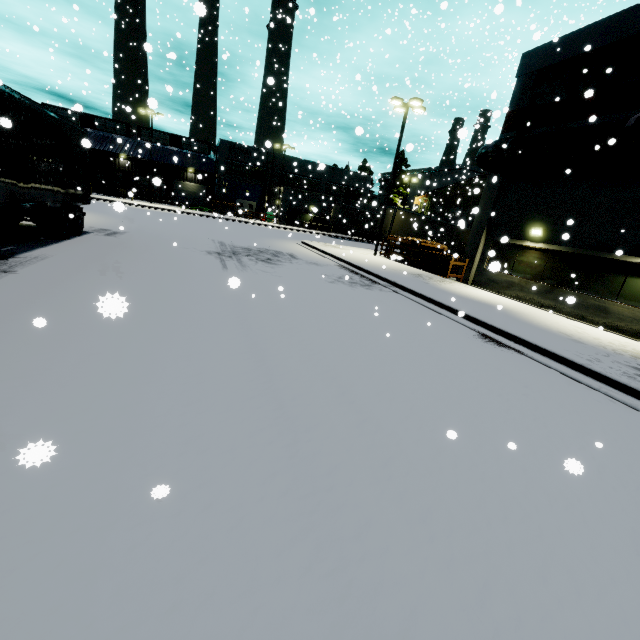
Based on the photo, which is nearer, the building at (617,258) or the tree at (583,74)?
the building at (617,258)

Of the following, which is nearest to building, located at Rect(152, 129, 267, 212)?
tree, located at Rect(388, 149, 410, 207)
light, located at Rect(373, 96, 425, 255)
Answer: tree, located at Rect(388, 149, 410, 207)

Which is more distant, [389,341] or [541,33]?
[541,33]

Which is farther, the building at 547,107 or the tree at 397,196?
the tree at 397,196

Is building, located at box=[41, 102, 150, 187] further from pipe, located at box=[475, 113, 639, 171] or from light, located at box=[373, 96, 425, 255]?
light, located at box=[373, 96, 425, 255]

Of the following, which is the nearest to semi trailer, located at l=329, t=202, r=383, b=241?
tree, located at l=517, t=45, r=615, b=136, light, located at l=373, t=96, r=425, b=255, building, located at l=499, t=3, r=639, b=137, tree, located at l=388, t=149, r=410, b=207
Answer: building, located at l=499, t=3, r=639, b=137

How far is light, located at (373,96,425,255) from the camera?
20.1 meters
